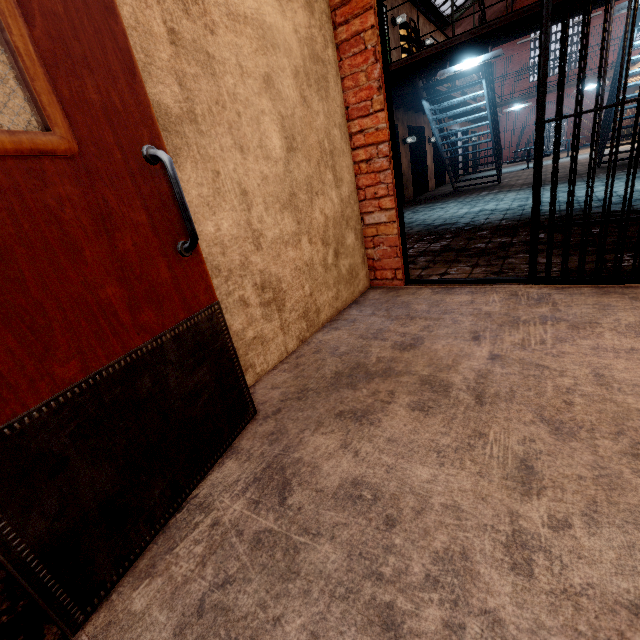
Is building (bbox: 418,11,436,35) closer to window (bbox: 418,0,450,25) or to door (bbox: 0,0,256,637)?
window (bbox: 418,0,450,25)

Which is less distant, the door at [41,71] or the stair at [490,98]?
the door at [41,71]

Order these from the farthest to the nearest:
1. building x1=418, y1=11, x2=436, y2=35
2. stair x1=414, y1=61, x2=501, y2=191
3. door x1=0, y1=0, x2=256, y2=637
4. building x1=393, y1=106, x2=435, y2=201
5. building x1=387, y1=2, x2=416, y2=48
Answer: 1. building x1=418, y1=11, x2=436, y2=35
2. building x1=393, y1=106, x2=435, y2=201
3. building x1=387, y1=2, x2=416, y2=48
4. stair x1=414, y1=61, x2=501, y2=191
5. door x1=0, y1=0, x2=256, y2=637

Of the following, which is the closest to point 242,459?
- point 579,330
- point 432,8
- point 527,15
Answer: point 579,330

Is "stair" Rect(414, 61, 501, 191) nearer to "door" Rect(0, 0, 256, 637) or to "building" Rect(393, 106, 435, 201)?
"building" Rect(393, 106, 435, 201)

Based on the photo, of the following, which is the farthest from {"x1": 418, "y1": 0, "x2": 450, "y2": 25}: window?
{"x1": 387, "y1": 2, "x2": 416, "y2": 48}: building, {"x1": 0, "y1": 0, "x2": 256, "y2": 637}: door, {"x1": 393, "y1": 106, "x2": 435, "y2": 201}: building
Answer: {"x1": 0, "y1": 0, "x2": 256, "y2": 637}: door

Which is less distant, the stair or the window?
the stair

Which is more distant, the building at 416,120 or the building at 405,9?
the building at 416,120
